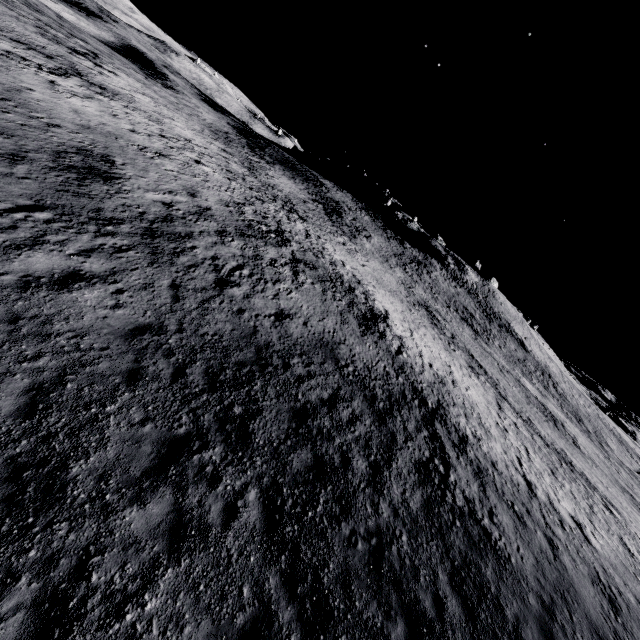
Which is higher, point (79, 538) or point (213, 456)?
point (213, 456)
